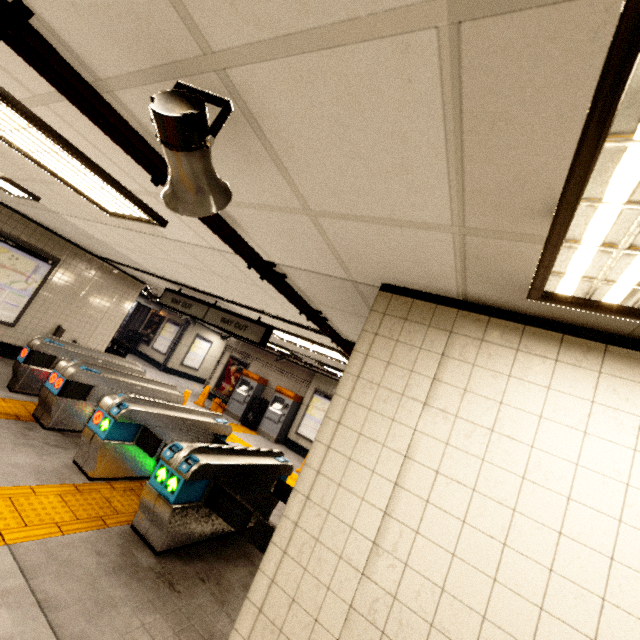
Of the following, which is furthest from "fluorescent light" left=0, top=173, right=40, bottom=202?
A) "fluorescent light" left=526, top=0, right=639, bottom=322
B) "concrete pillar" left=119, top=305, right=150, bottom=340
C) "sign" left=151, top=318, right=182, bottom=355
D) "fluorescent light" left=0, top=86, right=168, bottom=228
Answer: "concrete pillar" left=119, top=305, right=150, bottom=340

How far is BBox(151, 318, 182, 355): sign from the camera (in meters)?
16.42

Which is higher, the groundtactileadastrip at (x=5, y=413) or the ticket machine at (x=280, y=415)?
the ticket machine at (x=280, y=415)

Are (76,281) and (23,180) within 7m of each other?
yes

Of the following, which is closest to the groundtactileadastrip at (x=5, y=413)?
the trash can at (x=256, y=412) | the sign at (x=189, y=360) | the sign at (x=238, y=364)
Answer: the trash can at (x=256, y=412)

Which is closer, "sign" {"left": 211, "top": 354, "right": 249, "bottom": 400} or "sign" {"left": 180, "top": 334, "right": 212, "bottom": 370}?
"sign" {"left": 211, "top": 354, "right": 249, "bottom": 400}

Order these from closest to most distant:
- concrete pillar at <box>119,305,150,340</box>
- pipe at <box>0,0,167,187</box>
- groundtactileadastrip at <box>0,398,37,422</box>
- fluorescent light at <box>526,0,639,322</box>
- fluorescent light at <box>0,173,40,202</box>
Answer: fluorescent light at <box>526,0,639,322</box> < pipe at <box>0,0,167,187</box> < fluorescent light at <box>0,173,40,202</box> < groundtactileadastrip at <box>0,398,37,422</box> < concrete pillar at <box>119,305,150,340</box>

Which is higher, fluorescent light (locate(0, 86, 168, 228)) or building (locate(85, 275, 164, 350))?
fluorescent light (locate(0, 86, 168, 228))
